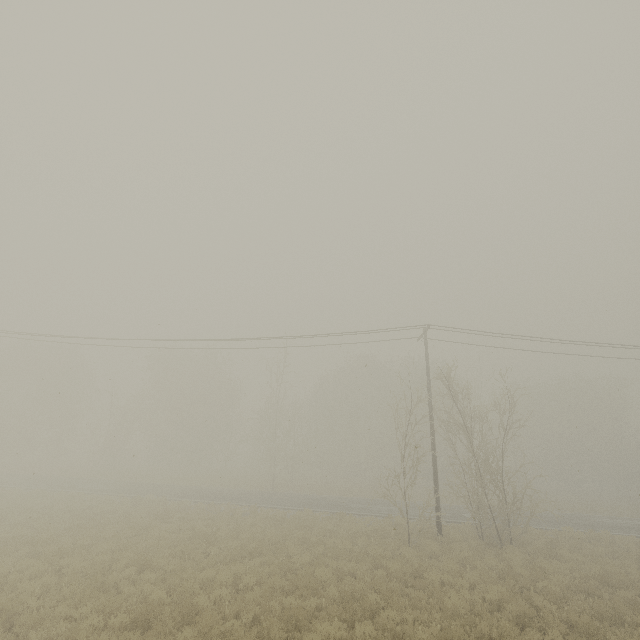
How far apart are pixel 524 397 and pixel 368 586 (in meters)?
47.47
